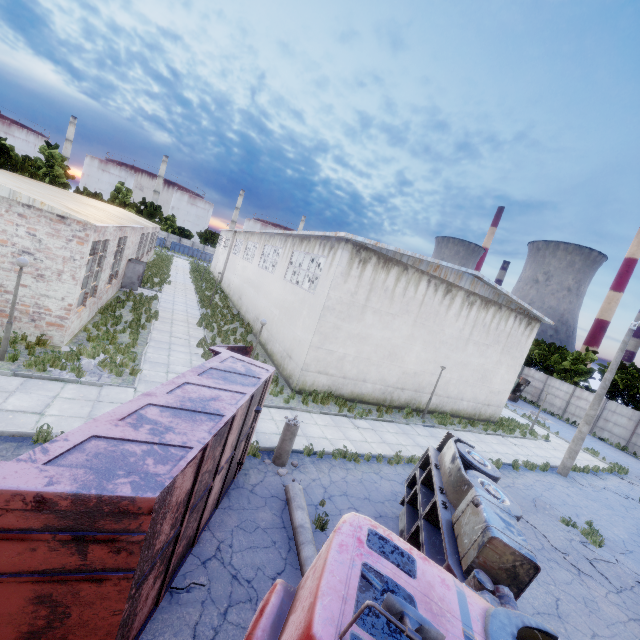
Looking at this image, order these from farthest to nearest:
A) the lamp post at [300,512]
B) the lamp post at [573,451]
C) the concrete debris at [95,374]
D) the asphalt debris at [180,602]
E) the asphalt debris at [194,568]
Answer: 1. the lamp post at [573,451]
2. the concrete debris at [95,374]
3. the lamp post at [300,512]
4. the asphalt debris at [194,568]
5. the asphalt debris at [180,602]

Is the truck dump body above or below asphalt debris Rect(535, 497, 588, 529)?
above

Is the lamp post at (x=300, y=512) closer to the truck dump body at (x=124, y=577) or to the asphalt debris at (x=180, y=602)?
the truck dump body at (x=124, y=577)

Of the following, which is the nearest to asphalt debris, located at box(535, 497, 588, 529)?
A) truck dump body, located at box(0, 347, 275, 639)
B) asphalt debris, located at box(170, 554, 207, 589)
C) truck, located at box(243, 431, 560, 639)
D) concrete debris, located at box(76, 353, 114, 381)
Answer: truck, located at box(243, 431, 560, 639)

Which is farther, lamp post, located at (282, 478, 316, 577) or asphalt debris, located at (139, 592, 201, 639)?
lamp post, located at (282, 478, 316, 577)

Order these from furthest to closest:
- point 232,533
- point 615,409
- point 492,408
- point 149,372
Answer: point 615,409
point 492,408
point 149,372
point 232,533

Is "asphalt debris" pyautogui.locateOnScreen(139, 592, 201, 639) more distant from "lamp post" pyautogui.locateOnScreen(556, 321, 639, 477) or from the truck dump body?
"lamp post" pyautogui.locateOnScreen(556, 321, 639, 477)

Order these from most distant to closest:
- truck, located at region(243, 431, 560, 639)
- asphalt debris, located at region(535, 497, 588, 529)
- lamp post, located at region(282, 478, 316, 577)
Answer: asphalt debris, located at region(535, 497, 588, 529)
lamp post, located at region(282, 478, 316, 577)
truck, located at region(243, 431, 560, 639)
